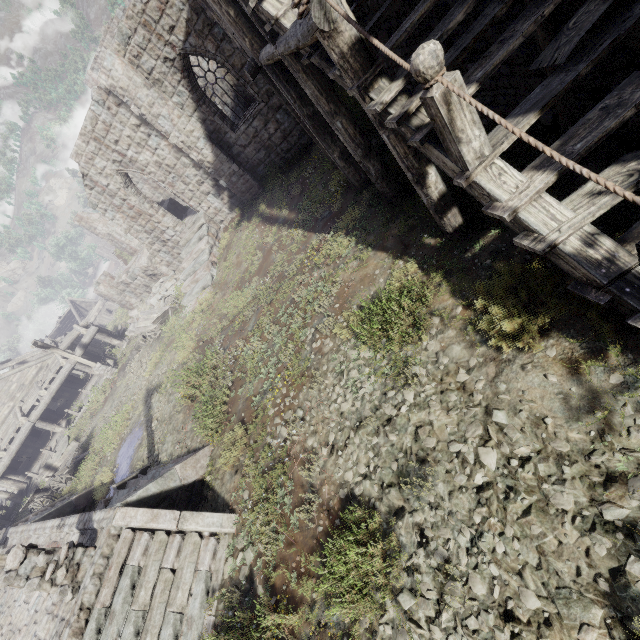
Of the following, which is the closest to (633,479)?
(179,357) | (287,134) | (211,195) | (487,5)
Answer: (487,5)

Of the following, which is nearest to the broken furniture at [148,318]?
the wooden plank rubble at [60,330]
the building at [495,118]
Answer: the building at [495,118]

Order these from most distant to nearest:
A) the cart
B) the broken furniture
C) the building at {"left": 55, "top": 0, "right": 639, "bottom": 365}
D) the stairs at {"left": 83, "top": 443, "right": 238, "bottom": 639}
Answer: the broken furniture
the cart
the stairs at {"left": 83, "top": 443, "right": 238, "bottom": 639}
the building at {"left": 55, "top": 0, "right": 639, "bottom": 365}

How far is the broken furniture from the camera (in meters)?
17.81

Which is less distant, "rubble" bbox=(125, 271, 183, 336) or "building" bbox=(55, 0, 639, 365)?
"building" bbox=(55, 0, 639, 365)

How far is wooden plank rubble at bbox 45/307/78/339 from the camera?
44.44m

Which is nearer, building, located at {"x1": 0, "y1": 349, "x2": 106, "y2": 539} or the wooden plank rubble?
building, located at {"x1": 0, "y1": 349, "x2": 106, "y2": 539}

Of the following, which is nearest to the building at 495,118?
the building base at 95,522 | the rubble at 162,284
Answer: the rubble at 162,284
